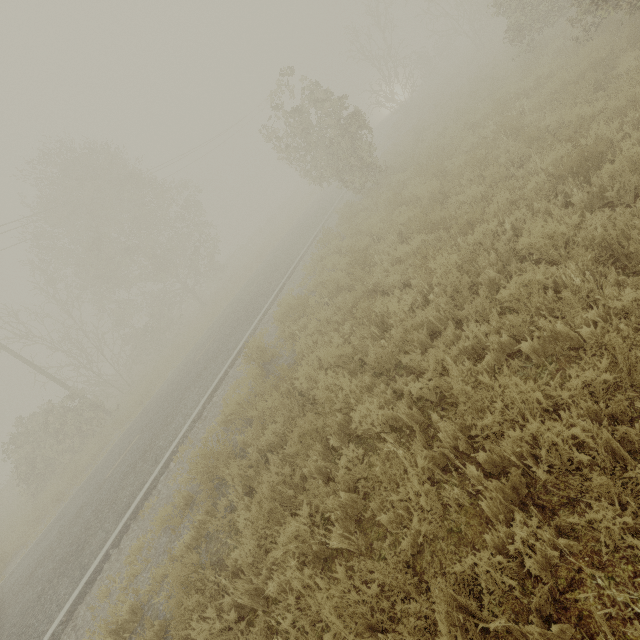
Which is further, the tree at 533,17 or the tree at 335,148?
the tree at 335,148

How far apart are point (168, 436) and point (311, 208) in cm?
2135

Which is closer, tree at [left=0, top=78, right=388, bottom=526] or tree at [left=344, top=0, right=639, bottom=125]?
tree at [left=344, top=0, right=639, bottom=125]
